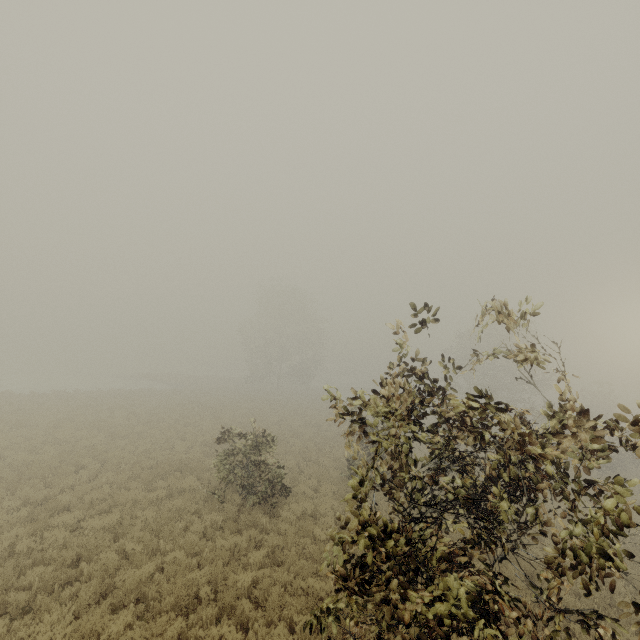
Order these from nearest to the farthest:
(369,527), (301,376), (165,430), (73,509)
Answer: (369,527), (73,509), (165,430), (301,376)

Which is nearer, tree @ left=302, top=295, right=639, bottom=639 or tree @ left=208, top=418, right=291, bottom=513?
tree @ left=302, top=295, right=639, bottom=639

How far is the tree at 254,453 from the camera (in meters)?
11.67

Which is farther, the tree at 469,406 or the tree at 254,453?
the tree at 254,453

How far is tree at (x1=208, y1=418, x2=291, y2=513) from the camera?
11.7m

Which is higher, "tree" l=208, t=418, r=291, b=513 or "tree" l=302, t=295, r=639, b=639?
"tree" l=302, t=295, r=639, b=639
